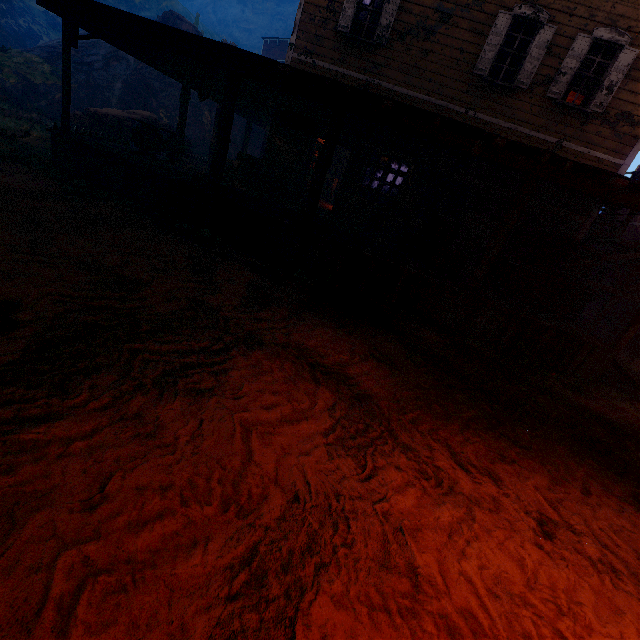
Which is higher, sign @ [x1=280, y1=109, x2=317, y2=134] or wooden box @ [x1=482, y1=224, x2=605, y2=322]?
sign @ [x1=280, y1=109, x2=317, y2=134]

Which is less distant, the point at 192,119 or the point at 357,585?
the point at 357,585

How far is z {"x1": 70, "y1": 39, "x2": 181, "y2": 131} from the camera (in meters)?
19.30

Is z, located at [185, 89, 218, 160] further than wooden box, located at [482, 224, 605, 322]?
Yes

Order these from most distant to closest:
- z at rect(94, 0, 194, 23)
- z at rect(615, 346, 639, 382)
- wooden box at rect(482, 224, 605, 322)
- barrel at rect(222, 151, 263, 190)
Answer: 1. z at rect(94, 0, 194, 23)
2. barrel at rect(222, 151, 263, 190)
3. z at rect(615, 346, 639, 382)
4. wooden box at rect(482, 224, 605, 322)

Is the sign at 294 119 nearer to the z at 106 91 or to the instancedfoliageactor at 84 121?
the z at 106 91

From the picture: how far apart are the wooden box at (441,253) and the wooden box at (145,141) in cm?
762
